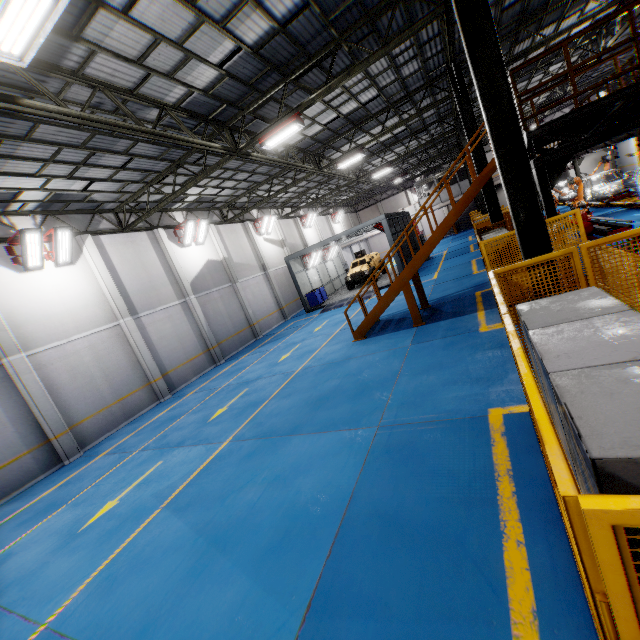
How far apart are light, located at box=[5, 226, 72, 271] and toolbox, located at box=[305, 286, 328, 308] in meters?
15.2 m

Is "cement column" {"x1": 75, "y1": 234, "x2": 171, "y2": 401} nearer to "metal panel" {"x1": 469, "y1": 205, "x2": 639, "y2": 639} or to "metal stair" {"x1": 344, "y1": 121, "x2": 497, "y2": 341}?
"metal stair" {"x1": 344, "y1": 121, "x2": 497, "y2": 341}

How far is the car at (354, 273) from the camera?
24.7 meters

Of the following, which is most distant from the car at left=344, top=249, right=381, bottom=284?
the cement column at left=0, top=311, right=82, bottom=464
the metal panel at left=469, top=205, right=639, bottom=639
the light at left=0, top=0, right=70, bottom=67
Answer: the light at left=0, top=0, right=70, bottom=67

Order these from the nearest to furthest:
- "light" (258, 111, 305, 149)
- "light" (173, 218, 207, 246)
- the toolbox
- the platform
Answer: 1. "light" (258, 111, 305, 149)
2. the platform
3. "light" (173, 218, 207, 246)
4. the toolbox

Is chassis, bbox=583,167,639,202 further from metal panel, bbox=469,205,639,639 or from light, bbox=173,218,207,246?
light, bbox=173,218,207,246

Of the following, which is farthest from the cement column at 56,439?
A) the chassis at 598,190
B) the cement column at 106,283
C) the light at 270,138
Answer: the chassis at 598,190

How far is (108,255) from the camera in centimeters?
1454cm
